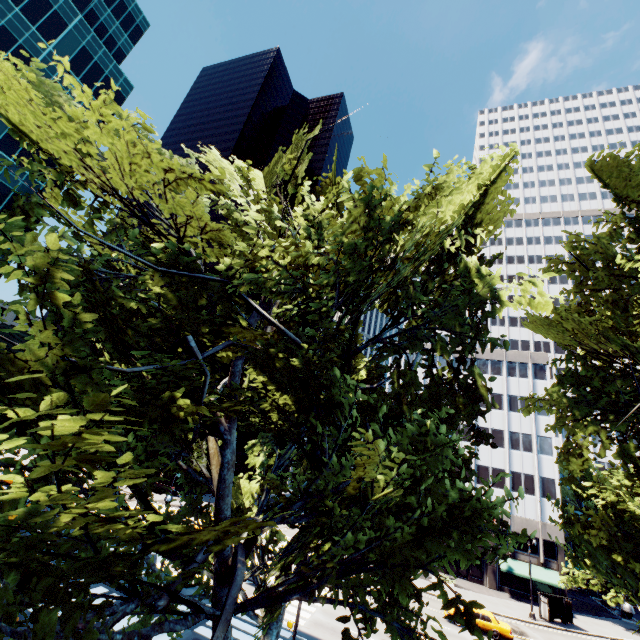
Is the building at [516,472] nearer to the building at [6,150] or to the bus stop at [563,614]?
the bus stop at [563,614]

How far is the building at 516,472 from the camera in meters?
40.6 m

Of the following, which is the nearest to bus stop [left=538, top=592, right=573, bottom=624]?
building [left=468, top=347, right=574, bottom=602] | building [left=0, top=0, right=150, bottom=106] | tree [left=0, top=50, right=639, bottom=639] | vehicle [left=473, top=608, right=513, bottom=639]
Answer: building [left=468, top=347, right=574, bottom=602]

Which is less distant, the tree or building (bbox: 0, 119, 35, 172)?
the tree

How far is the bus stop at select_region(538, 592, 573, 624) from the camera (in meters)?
33.62

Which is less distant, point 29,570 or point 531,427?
point 29,570

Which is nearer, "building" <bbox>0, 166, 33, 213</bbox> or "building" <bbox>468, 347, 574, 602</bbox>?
"building" <bbox>0, 166, 33, 213</bbox>

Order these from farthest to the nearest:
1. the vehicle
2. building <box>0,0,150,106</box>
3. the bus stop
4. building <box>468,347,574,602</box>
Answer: building <box>468,347,574,602</box> < the bus stop < building <box>0,0,150,106</box> < the vehicle
